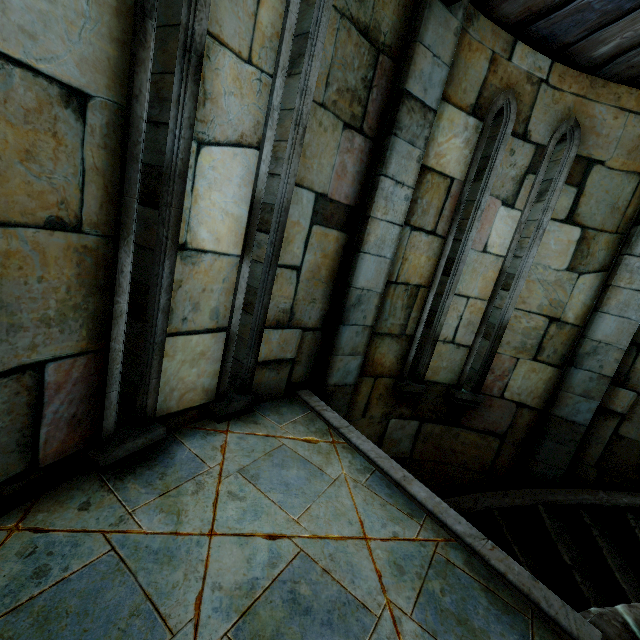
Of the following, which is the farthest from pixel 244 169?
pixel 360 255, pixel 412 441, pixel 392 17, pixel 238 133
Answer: pixel 412 441
